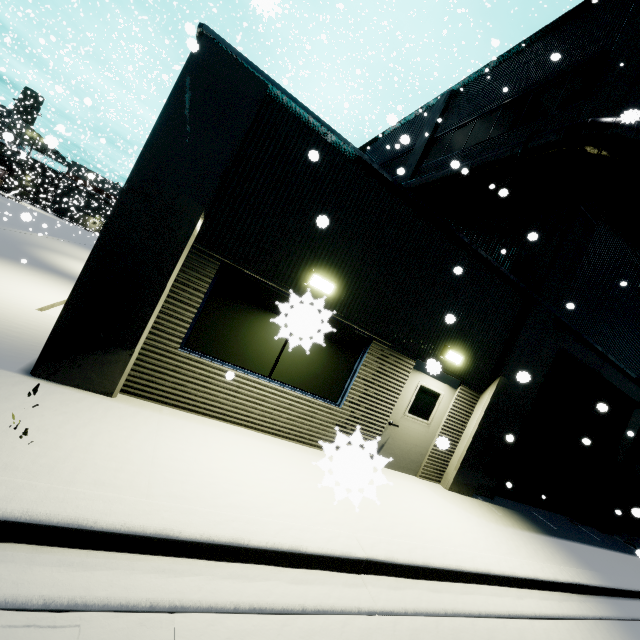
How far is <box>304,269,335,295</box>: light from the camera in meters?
5.3 m

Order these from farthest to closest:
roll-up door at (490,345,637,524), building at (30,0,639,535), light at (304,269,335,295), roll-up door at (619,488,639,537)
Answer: roll-up door at (490,345,637,524)
roll-up door at (619,488,639,537)
light at (304,269,335,295)
building at (30,0,639,535)

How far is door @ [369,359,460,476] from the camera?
6.7 meters

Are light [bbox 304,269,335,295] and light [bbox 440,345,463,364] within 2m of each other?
no

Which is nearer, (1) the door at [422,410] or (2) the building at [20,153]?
(2) the building at [20,153]

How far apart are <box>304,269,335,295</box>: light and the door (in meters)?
2.41

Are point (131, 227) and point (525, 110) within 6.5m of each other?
no

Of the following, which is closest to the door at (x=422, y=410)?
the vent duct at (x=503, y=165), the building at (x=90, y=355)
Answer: the building at (x=90, y=355)
